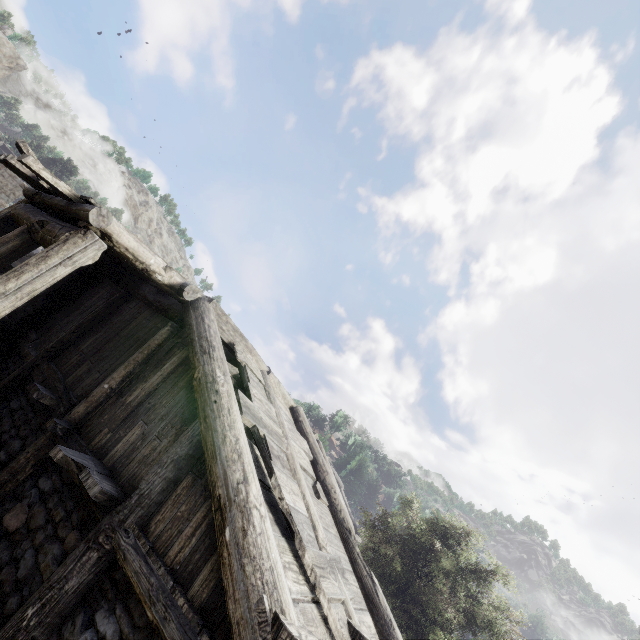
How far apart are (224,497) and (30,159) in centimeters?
533cm
